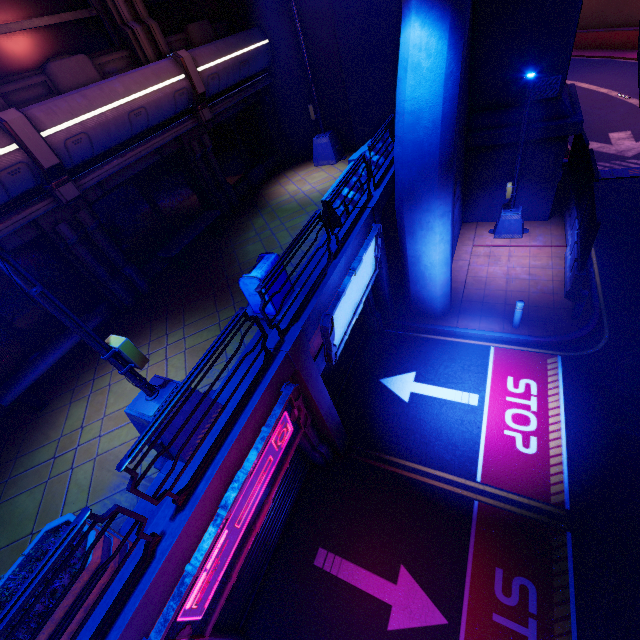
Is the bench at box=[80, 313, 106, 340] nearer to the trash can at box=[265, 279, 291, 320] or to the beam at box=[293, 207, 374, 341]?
the trash can at box=[265, 279, 291, 320]

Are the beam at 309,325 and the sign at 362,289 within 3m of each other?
yes

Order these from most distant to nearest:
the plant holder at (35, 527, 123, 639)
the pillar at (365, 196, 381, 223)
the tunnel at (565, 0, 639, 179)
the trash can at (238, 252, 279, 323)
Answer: the tunnel at (565, 0, 639, 179)
the pillar at (365, 196, 381, 223)
the trash can at (238, 252, 279, 323)
the plant holder at (35, 527, 123, 639)

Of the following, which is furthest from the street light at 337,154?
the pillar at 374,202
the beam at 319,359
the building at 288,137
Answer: the beam at 319,359

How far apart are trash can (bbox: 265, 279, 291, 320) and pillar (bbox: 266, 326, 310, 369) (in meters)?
0.39

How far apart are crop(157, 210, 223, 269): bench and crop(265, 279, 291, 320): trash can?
3.25m

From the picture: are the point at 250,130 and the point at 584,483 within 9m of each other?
no

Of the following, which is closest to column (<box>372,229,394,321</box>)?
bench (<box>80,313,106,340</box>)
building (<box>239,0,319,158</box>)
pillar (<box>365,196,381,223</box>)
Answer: pillar (<box>365,196,381,223</box>)
